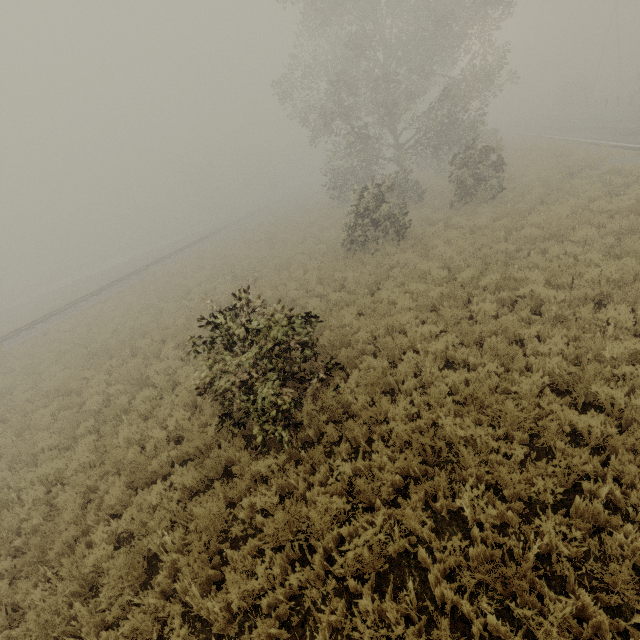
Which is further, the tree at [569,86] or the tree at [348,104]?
the tree at [569,86]

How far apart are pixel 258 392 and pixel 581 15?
74.36m

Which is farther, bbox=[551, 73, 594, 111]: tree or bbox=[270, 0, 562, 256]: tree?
bbox=[551, 73, 594, 111]: tree

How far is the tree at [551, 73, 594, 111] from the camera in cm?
4525

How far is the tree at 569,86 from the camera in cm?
4525
